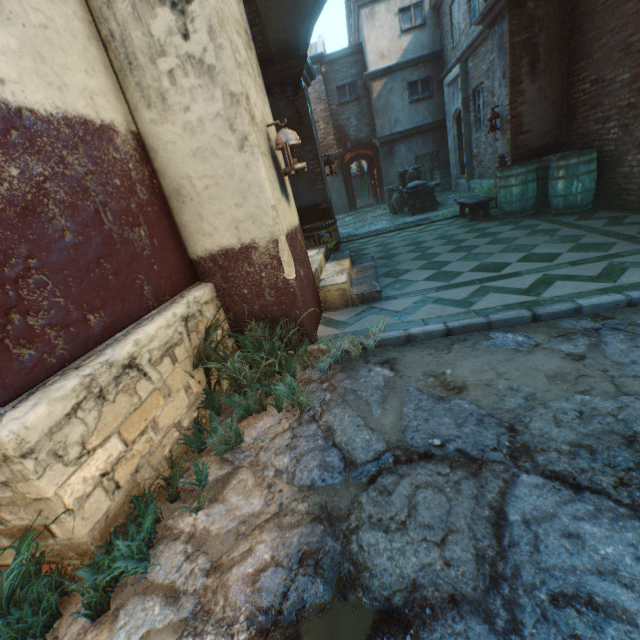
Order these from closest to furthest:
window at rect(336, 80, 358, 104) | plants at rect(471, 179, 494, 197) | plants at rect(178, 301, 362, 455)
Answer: plants at rect(178, 301, 362, 455) < plants at rect(471, 179, 494, 197) < window at rect(336, 80, 358, 104)

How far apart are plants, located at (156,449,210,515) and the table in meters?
7.3 m

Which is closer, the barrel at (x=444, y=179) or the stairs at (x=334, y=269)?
the stairs at (x=334, y=269)

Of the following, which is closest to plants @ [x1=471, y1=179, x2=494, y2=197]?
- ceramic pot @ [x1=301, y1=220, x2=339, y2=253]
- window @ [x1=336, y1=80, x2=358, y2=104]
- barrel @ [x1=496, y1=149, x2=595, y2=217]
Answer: barrel @ [x1=496, y1=149, x2=595, y2=217]

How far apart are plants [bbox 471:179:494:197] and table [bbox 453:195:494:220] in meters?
0.1 m

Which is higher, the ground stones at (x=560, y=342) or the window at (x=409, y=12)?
the window at (x=409, y=12)

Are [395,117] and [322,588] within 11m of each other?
no

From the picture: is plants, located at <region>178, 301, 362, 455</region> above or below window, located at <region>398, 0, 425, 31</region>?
below
